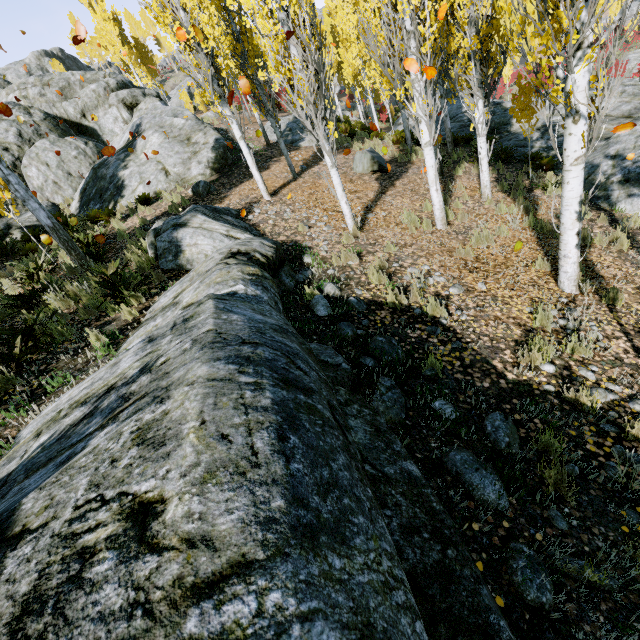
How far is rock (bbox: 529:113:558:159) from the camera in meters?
11.9

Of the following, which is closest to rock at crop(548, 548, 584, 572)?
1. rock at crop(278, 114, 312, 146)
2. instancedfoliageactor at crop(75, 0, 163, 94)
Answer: instancedfoliageactor at crop(75, 0, 163, 94)

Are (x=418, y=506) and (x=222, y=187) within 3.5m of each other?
no

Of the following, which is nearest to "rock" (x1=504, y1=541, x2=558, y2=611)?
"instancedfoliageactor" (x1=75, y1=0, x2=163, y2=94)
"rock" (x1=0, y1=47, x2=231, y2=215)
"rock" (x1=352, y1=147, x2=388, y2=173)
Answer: "instancedfoliageactor" (x1=75, y1=0, x2=163, y2=94)

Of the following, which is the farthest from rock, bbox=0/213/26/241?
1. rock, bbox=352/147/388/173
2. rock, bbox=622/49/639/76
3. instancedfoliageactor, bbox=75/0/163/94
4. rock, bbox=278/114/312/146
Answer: rock, bbox=622/49/639/76

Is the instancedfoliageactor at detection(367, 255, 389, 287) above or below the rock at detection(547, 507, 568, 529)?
above

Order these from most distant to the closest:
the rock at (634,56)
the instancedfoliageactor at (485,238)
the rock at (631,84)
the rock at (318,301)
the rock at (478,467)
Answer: the rock at (634,56) → the rock at (631,84) → the instancedfoliageactor at (485,238) → the rock at (318,301) → the rock at (478,467)

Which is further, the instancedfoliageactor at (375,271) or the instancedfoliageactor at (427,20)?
the instancedfoliageactor at (375,271)
